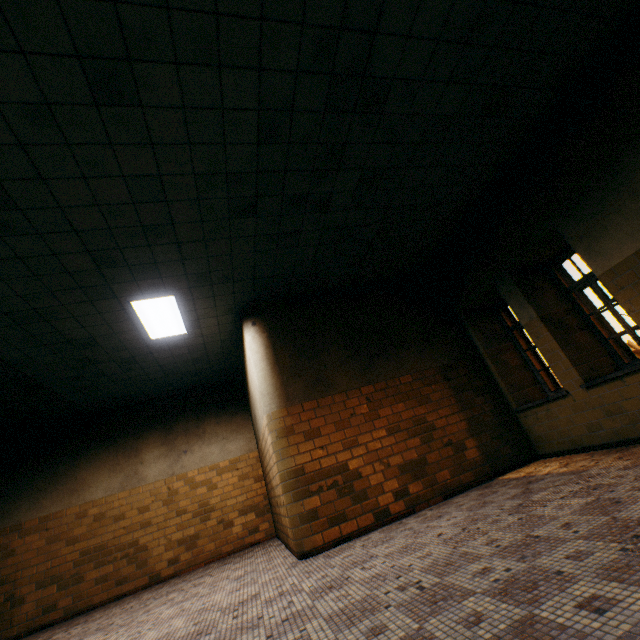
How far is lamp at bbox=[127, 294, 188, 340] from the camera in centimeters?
497cm

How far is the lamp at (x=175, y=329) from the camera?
5.0m

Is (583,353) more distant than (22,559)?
No
